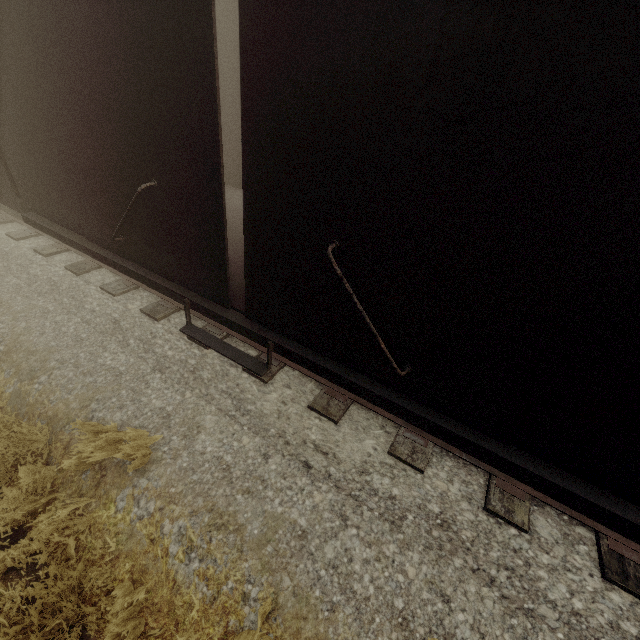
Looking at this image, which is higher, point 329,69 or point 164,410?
point 329,69
